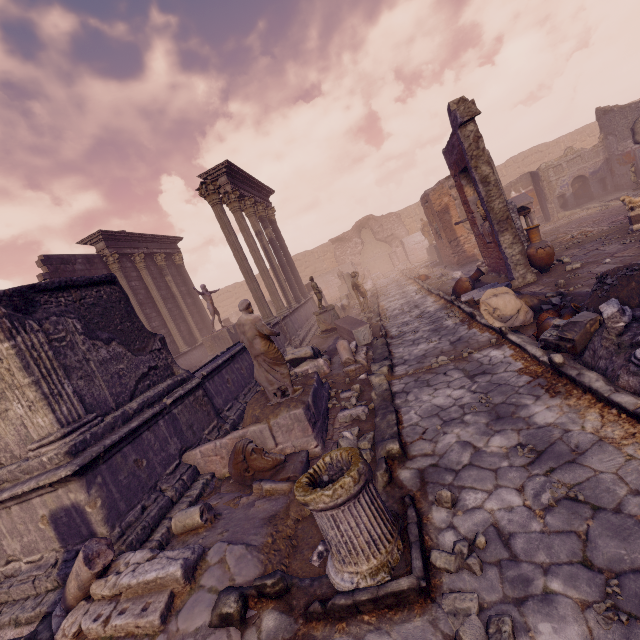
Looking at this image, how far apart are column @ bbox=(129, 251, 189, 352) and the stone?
17.5 meters

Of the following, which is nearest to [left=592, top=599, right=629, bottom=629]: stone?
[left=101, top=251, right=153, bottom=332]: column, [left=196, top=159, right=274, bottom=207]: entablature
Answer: Result: [left=196, top=159, right=274, bottom=207]: entablature

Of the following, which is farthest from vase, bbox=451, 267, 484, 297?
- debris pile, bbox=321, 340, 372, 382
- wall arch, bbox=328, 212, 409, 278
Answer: wall arch, bbox=328, 212, 409, 278

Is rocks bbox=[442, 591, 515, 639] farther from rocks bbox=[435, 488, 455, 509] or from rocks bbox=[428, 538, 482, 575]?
rocks bbox=[435, 488, 455, 509]

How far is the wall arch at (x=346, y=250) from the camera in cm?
3069

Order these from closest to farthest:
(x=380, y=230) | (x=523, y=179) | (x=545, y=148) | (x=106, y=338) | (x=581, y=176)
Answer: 1. (x=106, y=338)
2. (x=581, y=176)
3. (x=523, y=179)
4. (x=545, y=148)
5. (x=380, y=230)

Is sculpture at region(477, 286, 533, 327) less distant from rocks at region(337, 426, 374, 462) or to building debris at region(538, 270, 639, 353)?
building debris at region(538, 270, 639, 353)

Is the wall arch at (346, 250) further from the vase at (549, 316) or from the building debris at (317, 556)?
the building debris at (317, 556)
